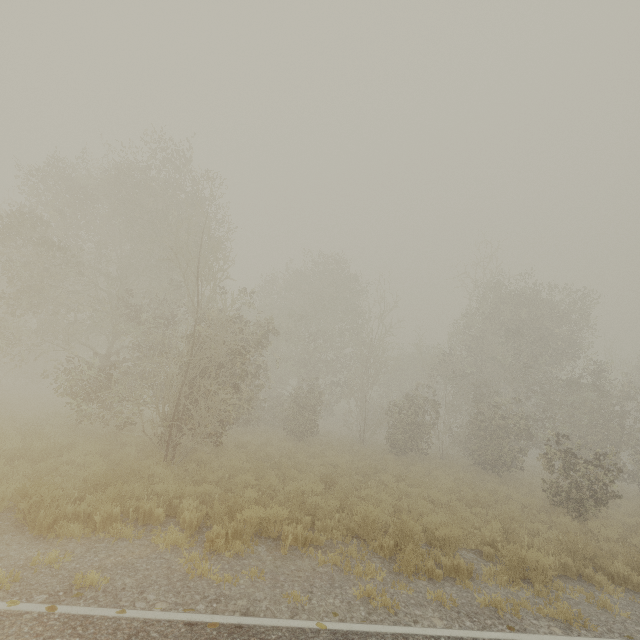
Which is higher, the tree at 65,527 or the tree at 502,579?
the tree at 502,579

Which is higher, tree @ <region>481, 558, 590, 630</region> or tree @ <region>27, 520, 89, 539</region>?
tree @ <region>481, 558, 590, 630</region>

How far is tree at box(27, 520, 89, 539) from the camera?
5.6 meters

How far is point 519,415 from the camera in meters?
17.9 m

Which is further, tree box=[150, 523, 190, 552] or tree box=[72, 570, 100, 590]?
tree box=[150, 523, 190, 552]
